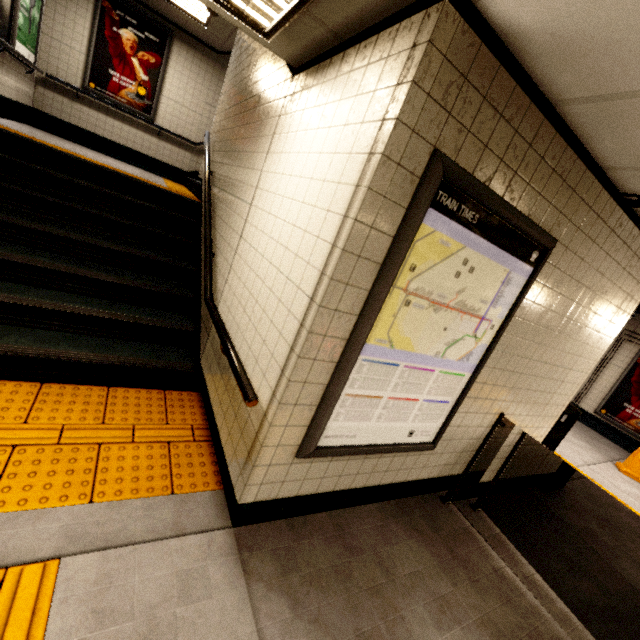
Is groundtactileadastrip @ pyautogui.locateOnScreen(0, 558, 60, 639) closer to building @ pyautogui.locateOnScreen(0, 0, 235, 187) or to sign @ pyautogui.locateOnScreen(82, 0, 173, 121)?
building @ pyautogui.locateOnScreen(0, 0, 235, 187)

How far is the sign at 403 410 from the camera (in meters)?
1.61

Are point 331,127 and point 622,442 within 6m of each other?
no

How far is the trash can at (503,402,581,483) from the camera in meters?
3.8 m

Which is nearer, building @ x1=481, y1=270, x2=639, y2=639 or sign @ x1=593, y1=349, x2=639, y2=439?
building @ x1=481, y1=270, x2=639, y2=639

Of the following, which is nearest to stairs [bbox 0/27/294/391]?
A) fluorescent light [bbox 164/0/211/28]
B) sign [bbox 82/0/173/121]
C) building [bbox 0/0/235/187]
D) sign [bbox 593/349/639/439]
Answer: building [bbox 0/0/235/187]

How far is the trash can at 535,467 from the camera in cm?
385

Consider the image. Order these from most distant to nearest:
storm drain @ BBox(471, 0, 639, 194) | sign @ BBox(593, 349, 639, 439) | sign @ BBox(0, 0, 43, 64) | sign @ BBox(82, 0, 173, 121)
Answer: sign @ BBox(593, 349, 639, 439), sign @ BBox(82, 0, 173, 121), sign @ BBox(0, 0, 43, 64), storm drain @ BBox(471, 0, 639, 194)
